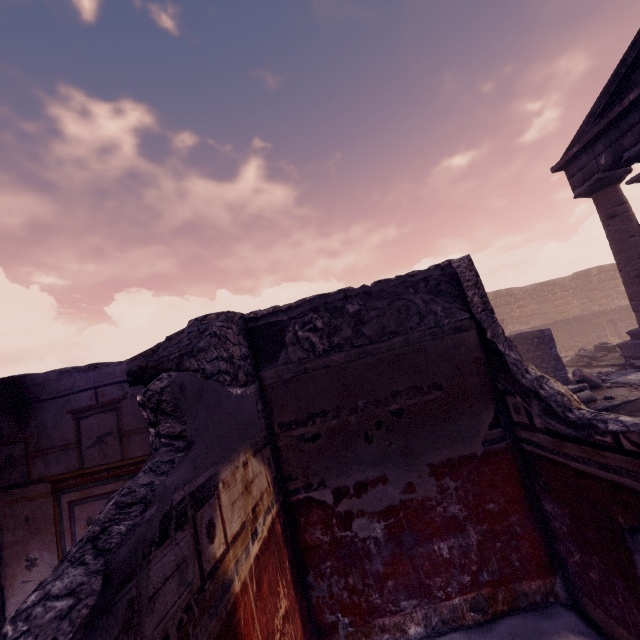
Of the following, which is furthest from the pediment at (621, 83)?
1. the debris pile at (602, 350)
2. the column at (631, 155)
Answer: the debris pile at (602, 350)

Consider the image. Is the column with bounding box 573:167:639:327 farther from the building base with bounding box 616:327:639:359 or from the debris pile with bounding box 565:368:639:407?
the debris pile with bounding box 565:368:639:407

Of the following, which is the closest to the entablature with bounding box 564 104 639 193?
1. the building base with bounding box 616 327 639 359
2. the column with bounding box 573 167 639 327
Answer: the column with bounding box 573 167 639 327

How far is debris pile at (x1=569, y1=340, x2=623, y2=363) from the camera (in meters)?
Result: 12.77

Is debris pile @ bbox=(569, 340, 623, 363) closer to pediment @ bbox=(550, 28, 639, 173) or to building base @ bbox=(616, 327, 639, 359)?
building base @ bbox=(616, 327, 639, 359)

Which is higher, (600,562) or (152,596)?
(152,596)

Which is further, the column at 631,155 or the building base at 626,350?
the building base at 626,350

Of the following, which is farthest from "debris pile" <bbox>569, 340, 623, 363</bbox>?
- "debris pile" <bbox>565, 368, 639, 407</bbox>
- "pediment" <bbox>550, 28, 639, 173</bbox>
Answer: "pediment" <bbox>550, 28, 639, 173</bbox>
